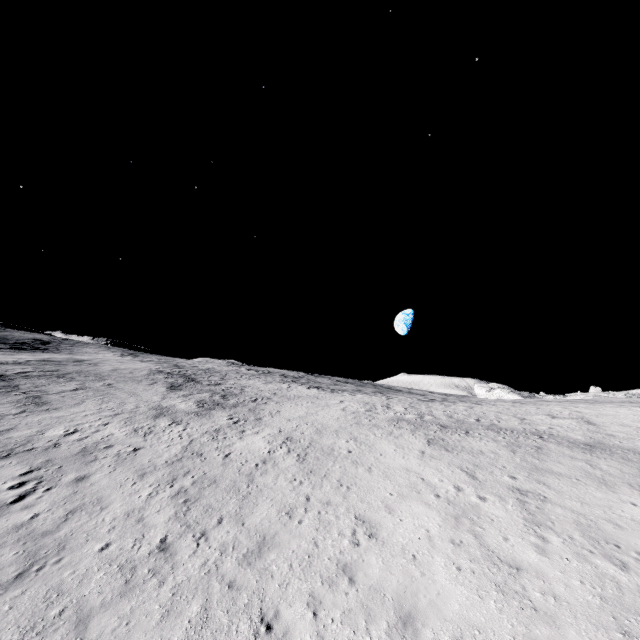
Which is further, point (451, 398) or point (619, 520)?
point (451, 398)
